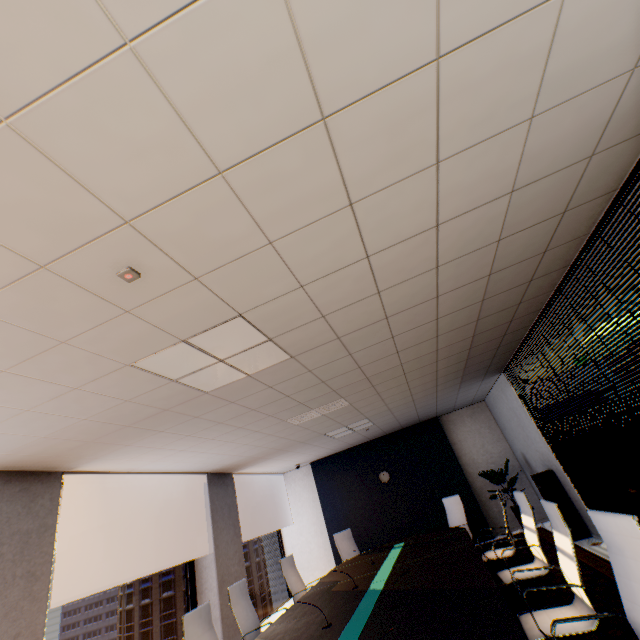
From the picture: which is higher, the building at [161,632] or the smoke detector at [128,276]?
the smoke detector at [128,276]

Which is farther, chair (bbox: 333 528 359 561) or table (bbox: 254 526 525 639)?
chair (bbox: 333 528 359 561)

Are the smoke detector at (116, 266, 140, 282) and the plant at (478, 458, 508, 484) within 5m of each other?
no

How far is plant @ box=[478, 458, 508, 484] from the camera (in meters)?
7.36

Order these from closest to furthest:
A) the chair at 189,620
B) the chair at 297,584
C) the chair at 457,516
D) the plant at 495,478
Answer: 1. the chair at 189,620
2. the chair at 297,584
3. the chair at 457,516
4. the plant at 495,478

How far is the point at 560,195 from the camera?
2.2m

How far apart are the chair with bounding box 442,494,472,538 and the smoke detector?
7.23m

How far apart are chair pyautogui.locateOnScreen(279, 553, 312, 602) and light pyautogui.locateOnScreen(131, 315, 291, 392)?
4.0m
